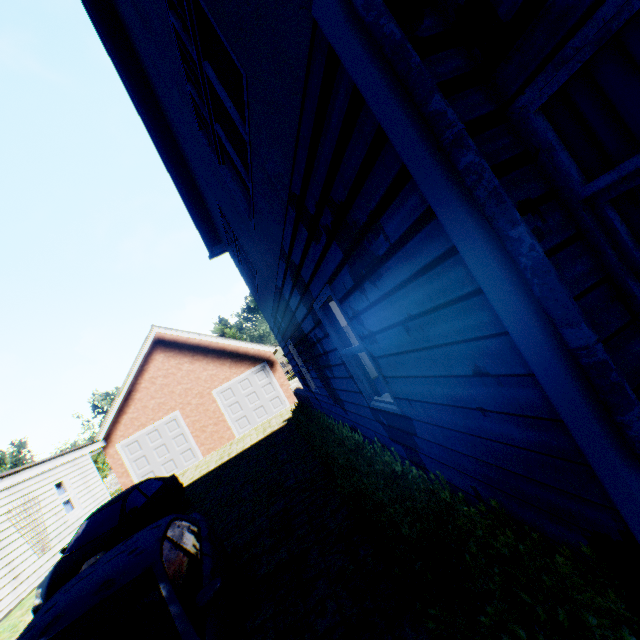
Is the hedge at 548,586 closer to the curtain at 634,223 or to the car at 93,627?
the curtain at 634,223

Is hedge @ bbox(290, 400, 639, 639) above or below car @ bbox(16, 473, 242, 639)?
below

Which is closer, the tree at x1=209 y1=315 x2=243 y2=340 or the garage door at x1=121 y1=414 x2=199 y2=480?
the garage door at x1=121 y1=414 x2=199 y2=480

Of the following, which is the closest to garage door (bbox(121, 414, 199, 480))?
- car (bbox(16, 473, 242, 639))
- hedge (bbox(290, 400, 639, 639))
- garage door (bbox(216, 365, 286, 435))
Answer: garage door (bbox(216, 365, 286, 435))

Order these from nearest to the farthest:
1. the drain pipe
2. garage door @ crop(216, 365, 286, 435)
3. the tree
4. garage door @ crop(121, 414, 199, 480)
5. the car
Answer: the drain pipe
the car
garage door @ crop(121, 414, 199, 480)
garage door @ crop(216, 365, 286, 435)
the tree

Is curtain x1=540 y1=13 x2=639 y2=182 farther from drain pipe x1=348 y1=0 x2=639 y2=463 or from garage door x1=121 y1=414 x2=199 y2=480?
garage door x1=121 y1=414 x2=199 y2=480

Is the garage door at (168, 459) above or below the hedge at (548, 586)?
above

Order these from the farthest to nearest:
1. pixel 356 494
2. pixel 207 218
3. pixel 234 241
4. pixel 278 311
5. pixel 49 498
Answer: pixel 49 498 → pixel 207 218 → pixel 234 241 → pixel 278 311 → pixel 356 494
